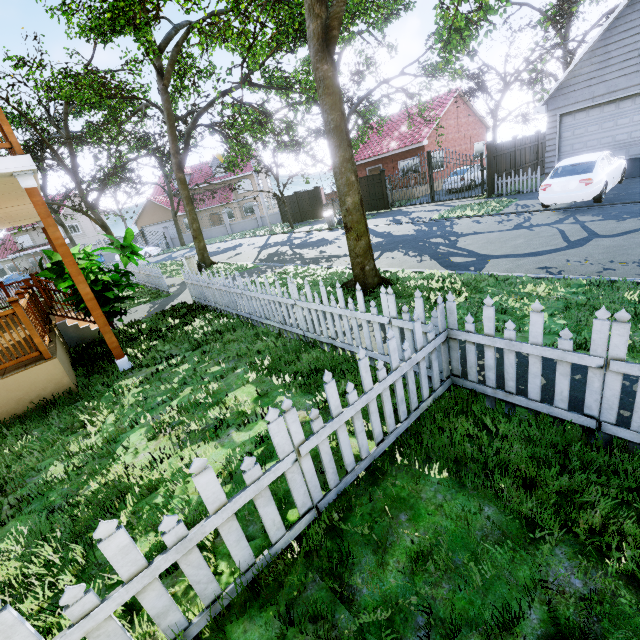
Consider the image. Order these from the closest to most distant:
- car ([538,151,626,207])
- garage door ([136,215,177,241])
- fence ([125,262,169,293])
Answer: car ([538,151,626,207])
fence ([125,262,169,293])
garage door ([136,215,177,241])

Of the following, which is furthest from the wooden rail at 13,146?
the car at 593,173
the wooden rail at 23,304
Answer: the car at 593,173

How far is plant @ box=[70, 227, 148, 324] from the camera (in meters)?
7.29

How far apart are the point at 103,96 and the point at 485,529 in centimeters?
2018cm

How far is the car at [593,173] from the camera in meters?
10.3

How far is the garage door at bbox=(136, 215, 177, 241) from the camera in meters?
40.7 m

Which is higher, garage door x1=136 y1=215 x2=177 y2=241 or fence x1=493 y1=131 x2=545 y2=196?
garage door x1=136 y1=215 x2=177 y2=241

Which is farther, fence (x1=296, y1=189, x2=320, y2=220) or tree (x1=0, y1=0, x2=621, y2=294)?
Result: fence (x1=296, y1=189, x2=320, y2=220)
